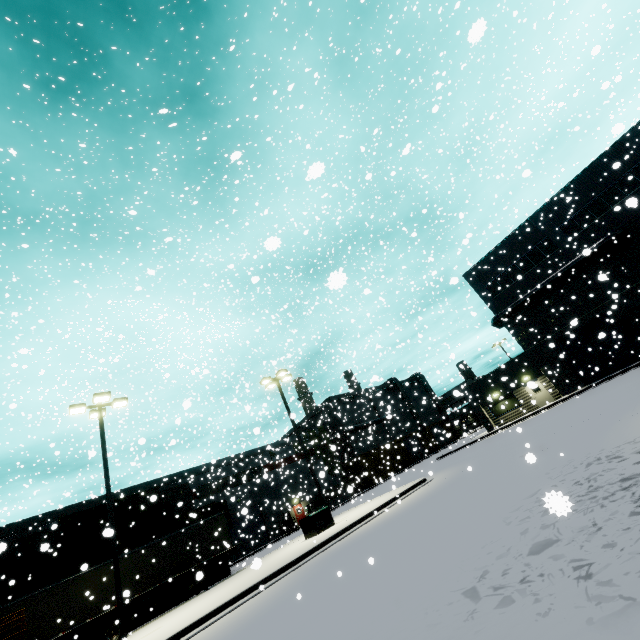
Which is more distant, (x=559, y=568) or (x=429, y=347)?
(x=429, y=347)

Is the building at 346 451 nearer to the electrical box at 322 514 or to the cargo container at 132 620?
the cargo container at 132 620

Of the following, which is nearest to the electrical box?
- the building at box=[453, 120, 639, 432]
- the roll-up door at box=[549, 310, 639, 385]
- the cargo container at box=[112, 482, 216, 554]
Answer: the cargo container at box=[112, 482, 216, 554]

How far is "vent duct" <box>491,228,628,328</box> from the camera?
25.5 meters

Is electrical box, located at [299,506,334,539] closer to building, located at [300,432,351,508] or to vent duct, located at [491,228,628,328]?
building, located at [300,432,351,508]

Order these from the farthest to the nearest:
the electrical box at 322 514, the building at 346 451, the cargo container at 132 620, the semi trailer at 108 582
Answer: the building at 346 451
the cargo container at 132 620
the electrical box at 322 514
the semi trailer at 108 582

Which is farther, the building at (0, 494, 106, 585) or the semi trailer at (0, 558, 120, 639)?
the building at (0, 494, 106, 585)

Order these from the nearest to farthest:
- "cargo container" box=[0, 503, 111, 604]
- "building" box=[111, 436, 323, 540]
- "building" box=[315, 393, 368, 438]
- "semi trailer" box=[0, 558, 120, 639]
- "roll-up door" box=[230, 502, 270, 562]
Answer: "semi trailer" box=[0, 558, 120, 639] → "cargo container" box=[0, 503, 111, 604] → "building" box=[111, 436, 323, 540] → "roll-up door" box=[230, 502, 270, 562] → "building" box=[315, 393, 368, 438]
